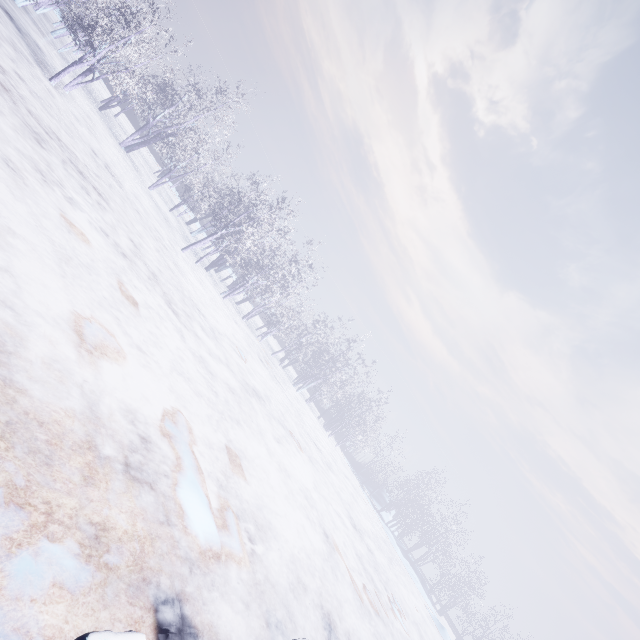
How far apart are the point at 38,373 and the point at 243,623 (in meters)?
3.86
